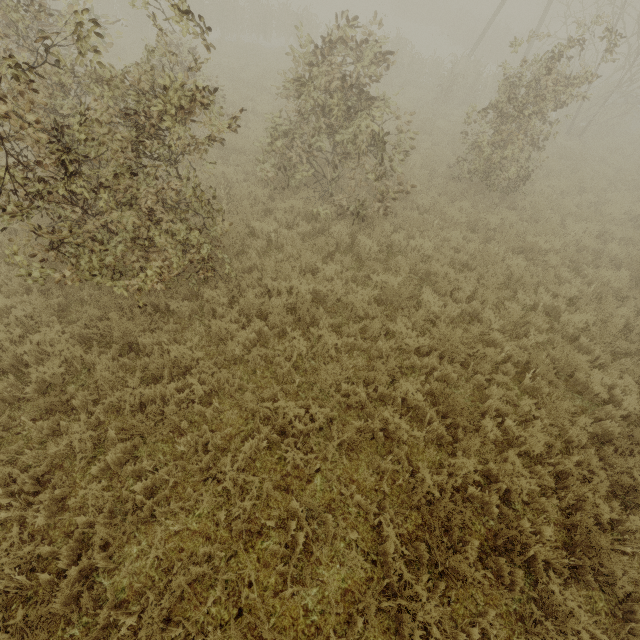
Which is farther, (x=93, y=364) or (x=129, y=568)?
(x=93, y=364)
